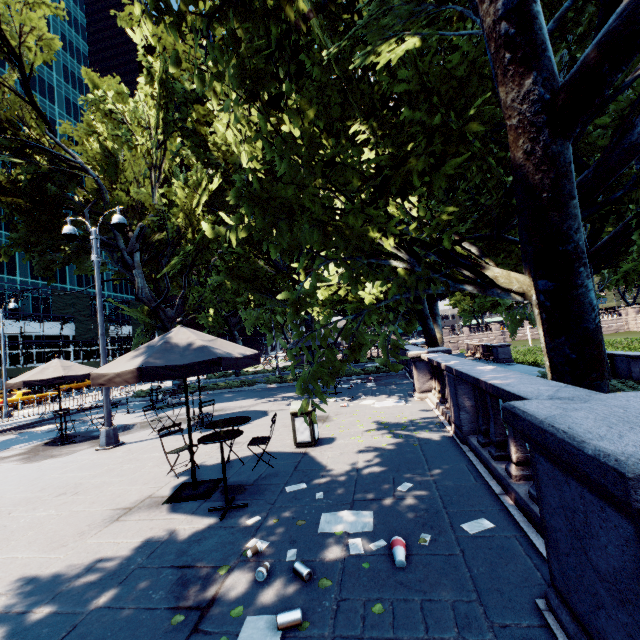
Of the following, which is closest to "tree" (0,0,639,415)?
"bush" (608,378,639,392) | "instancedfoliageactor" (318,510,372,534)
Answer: "bush" (608,378,639,392)

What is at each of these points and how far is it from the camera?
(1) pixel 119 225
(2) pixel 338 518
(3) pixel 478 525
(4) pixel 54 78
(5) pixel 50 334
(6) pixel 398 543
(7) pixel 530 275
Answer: (1) light, 10.1 meters
(2) instancedfoliageactor, 4.3 meters
(3) instancedfoliageactor, 3.8 meters
(4) building, 59.4 meters
(5) building, 52.4 meters
(6) instancedfoliageactor, 3.5 meters
(7) tree, 6.3 meters

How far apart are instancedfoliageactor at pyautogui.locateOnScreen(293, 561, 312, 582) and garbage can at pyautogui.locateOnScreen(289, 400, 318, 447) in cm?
404

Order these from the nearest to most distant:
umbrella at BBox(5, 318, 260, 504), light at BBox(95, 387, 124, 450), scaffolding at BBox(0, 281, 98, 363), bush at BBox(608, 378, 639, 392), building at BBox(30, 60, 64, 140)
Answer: umbrella at BBox(5, 318, 260, 504)
light at BBox(95, 387, 124, 450)
bush at BBox(608, 378, 639, 392)
scaffolding at BBox(0, 281, 98, 363)
building at BBox(30, 60, 64, 140)

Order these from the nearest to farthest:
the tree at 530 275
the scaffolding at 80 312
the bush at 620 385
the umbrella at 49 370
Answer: the tree at 530 275, the umbrella at 49 370, the bush at 620 385, the scaffolding at 80 312

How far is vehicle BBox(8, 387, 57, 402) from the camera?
26.6 meters

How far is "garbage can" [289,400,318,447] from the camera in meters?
7.5

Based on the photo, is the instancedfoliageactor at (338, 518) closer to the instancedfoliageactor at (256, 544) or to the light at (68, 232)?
the instancedfoliageactor at (256, 544)
